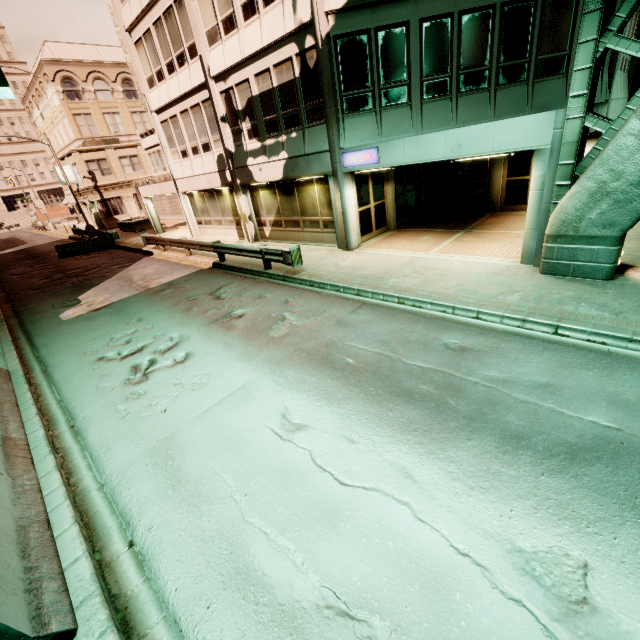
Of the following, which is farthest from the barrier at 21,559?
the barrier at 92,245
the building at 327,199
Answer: the barrier at 92,245

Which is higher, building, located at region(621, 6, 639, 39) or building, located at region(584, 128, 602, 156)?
building, located at region(621, 6, 639, 39)

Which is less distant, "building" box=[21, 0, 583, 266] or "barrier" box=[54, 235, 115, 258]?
"building" box=[21, 0, 583, 266]

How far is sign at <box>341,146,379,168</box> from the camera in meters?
10.7

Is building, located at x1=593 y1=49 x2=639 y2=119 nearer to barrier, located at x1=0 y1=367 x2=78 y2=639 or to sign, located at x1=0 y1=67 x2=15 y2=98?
sign, located at x1=0 y1=67 x2=15 y2=98

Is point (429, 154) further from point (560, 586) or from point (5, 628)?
point (5, 628)

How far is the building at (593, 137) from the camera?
11.7m

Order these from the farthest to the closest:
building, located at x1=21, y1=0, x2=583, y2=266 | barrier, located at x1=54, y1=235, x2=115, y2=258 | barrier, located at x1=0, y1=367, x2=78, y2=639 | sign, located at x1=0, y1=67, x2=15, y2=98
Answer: barrier, located at x1=54, y1=235, x2=115, y2=258
building, located at x1=21, y1=0, x2=583, y2=266
barrier, located at x1=0, y1=367, x2=78, y2=639
sign, located at x1=0, y1=67, x2=15, y2=98
